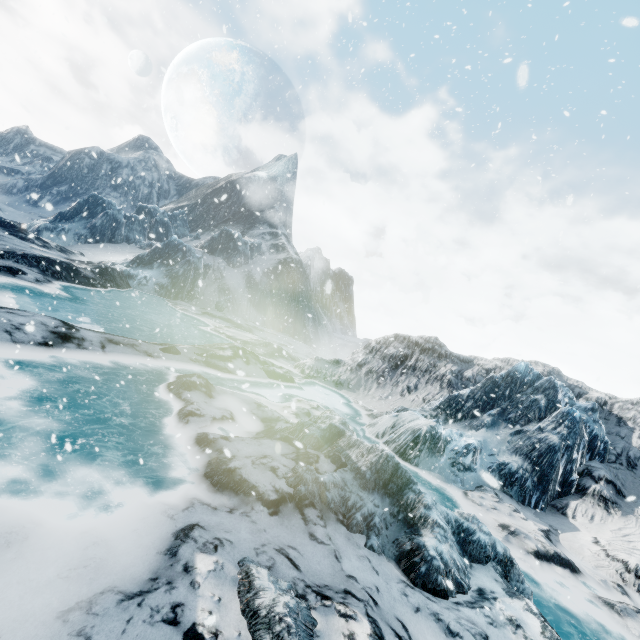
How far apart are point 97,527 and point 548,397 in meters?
17.1 m
